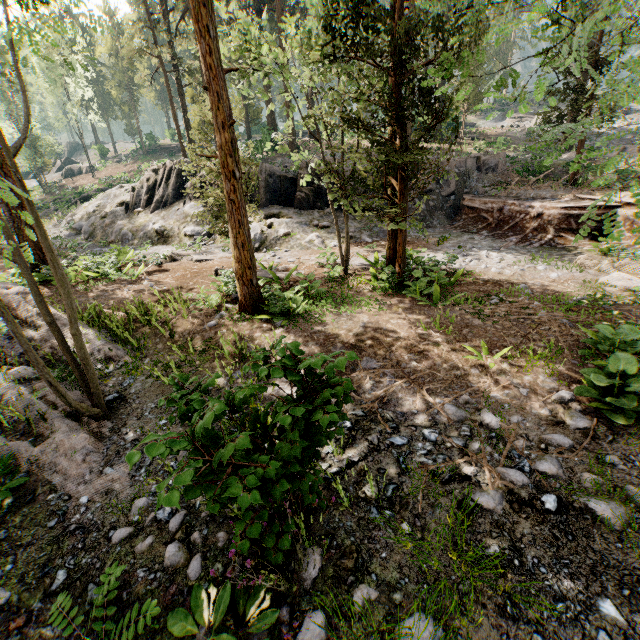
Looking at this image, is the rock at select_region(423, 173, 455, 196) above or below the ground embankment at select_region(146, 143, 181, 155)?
below

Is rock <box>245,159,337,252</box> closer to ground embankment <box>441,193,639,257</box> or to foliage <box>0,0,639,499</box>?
ground embankment <box>441,193,639,257</box>

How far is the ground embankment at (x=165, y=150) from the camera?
51.3 meters

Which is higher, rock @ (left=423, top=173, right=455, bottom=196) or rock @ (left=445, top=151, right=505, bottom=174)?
rock @ (left=445, top=151, right=505, bottom=174)

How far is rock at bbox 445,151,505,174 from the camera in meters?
21.7

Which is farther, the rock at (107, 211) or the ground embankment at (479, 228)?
the rock at (107, 211)

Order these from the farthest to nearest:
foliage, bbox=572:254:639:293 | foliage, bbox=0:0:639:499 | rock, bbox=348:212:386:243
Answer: rock, bbox=348:212:386:243
foliage, bbox=572:254:639:293
foliage, bbox=0:0:639:499

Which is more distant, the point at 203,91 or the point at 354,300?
the point at 203,91
